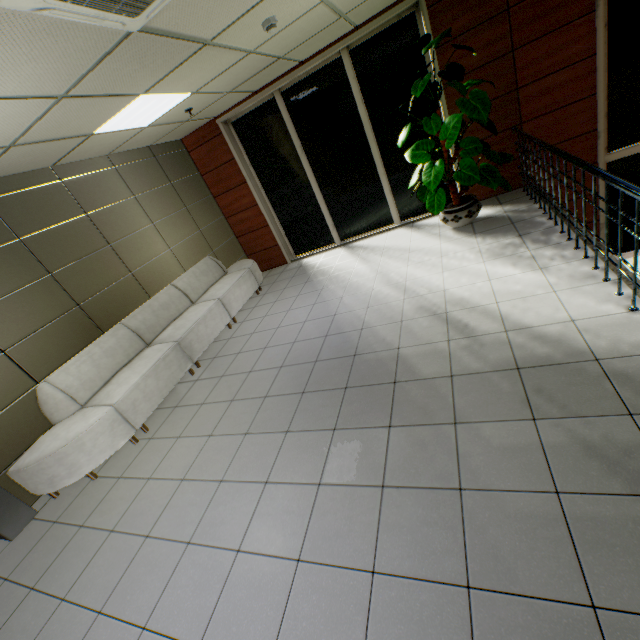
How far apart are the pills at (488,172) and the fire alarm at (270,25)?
1.91m

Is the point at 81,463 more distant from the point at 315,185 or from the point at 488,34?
the point at 488,34

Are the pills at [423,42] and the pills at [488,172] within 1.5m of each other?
yes

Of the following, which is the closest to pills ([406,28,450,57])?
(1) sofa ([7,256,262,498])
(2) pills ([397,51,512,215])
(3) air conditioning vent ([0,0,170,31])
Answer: (2) pills ([397,51,512,215])

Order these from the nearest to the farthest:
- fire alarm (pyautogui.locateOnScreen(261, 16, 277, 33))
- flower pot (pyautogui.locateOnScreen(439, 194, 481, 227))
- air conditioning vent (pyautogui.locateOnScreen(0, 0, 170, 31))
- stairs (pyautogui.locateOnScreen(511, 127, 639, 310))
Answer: air conditioning vent (pyautogui.locateOnScreen(0, 0, 170, 31)), stairs (pyautogui.locateOnScreen(511, 127, 639, 310)), fire alarm (pyautogui.locateOnScreen(261, 16, 277, 33)), flower pot (pyautogui.locateOnScreen(439, 194, 481, 227))

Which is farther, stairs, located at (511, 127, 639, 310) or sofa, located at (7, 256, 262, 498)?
sofa, located at (7, 256, 262, 498)

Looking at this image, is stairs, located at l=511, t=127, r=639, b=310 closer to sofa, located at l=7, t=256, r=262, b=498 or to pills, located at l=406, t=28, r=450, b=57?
pills, located at l=406, t=28, r=450, b=57

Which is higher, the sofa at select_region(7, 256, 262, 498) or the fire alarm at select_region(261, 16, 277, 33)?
the fire alarm at select_region(261, 16, 277, 33)
